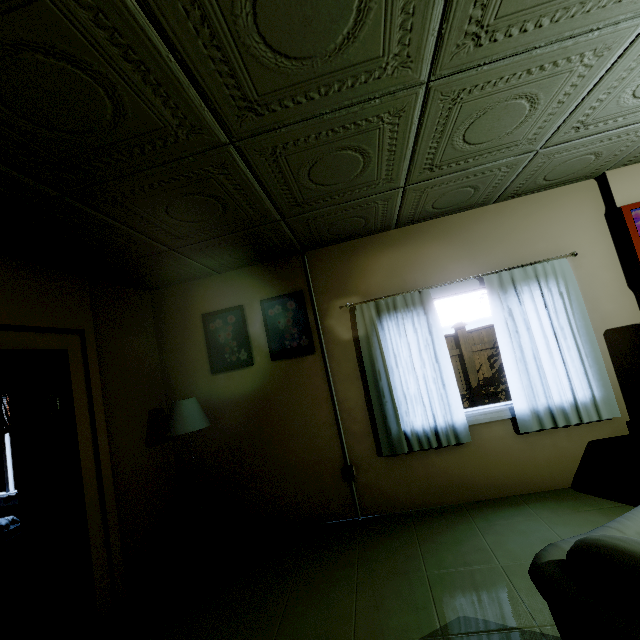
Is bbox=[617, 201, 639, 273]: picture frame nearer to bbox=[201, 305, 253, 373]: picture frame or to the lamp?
bbox=[201, 305, 253, 373]: picture frame

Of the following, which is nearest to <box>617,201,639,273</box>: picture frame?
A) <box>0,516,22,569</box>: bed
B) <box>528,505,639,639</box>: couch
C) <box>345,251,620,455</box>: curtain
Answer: <box>345,251,620,455</box>: curtain

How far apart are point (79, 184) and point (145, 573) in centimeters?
319cm

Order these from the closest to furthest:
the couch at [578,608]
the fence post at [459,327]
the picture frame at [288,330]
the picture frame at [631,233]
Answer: the couch at [578,608] < the picture frame at [631,233] < the picture frame at [288,330] < the fence post at [459,327]

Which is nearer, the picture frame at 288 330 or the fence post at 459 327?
the picture frame at 288 330

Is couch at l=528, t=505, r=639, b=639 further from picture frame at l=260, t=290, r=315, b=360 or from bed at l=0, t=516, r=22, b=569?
bed at l=0, t=516, r=22, b=569

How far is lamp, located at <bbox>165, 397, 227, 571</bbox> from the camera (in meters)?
2.96

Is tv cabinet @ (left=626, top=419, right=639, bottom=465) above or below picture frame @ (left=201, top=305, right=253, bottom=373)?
below
